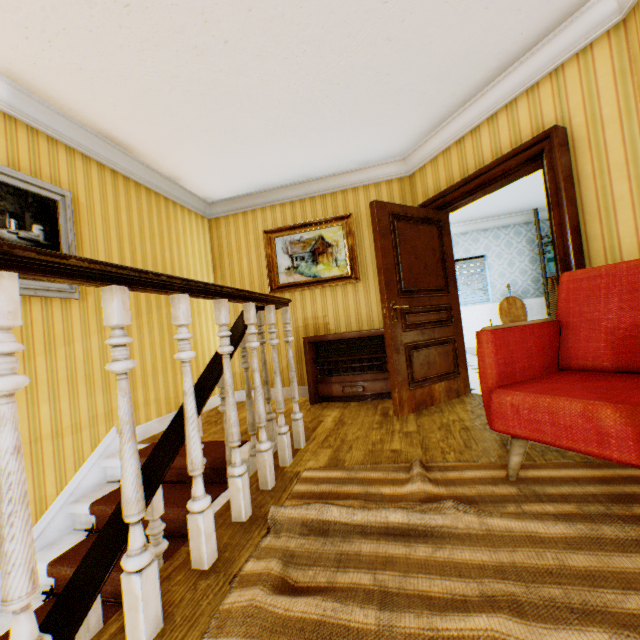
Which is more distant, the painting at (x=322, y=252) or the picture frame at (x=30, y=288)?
the painting at (x=322, y=252)

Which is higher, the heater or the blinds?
the blinds

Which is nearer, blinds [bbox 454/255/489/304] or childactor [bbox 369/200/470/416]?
childactor [bbox 369/200/470/416]

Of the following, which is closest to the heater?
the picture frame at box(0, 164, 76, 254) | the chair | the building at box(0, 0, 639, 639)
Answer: the building at box(0, 0, 639, 639)

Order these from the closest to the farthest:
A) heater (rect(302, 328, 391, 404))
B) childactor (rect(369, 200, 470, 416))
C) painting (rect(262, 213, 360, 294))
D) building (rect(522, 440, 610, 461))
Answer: building (rect(522, 440, 610, 461))
childactor (rect(369, 200, 470, 416))
heater (rect(302, 328, 391, 404))
painting (rect(262, 213, 360, 294))

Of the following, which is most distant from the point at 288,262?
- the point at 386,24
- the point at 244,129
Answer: the point at 386,24

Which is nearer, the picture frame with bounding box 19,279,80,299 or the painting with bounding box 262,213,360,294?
the picture frame with bounding box 19,279,80,299

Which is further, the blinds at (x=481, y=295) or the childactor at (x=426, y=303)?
the blinds at (x=481, y=295)
